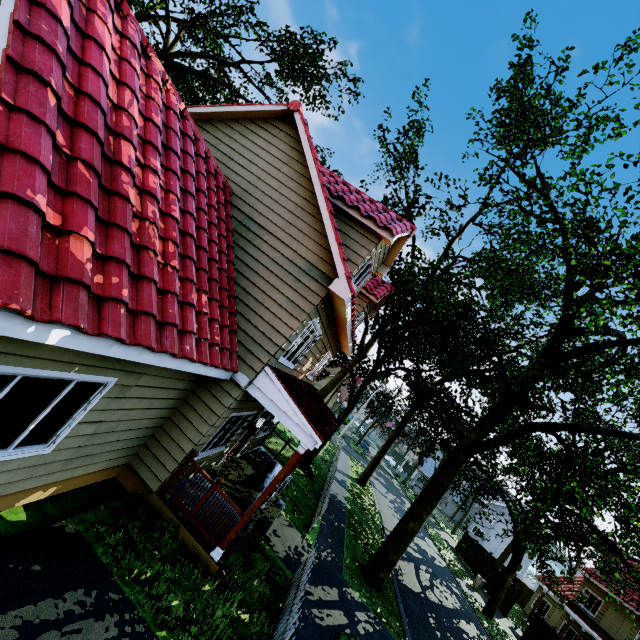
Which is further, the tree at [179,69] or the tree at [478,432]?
the tree at [179,69]

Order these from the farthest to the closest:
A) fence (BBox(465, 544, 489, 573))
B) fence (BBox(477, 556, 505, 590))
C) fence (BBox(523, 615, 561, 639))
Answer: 1. fence (BBox(465, 544, 489, 573))
2. fence (BBox(477, 556, 505, 590))
3. fence (BBox(523, 615, 561, 639))

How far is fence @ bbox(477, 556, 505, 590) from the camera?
26.6 meters

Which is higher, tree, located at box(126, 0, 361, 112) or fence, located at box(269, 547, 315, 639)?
tree, located at box(126, 0, 361, 112)

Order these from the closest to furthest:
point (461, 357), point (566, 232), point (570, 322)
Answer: point (566, 232), point (570, 322), point (461, 357)

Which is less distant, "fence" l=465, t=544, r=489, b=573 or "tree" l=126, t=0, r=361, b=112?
"tree" l=126, t=0, r=361, b=112

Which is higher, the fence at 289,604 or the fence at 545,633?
the fence at 545,633
